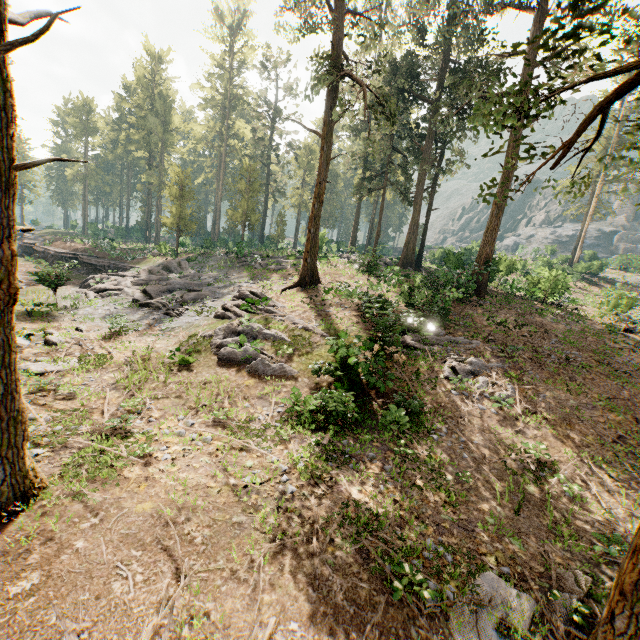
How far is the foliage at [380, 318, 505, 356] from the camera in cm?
1462

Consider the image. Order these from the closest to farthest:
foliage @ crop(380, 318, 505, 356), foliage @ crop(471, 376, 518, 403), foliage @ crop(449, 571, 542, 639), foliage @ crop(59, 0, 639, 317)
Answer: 1. foliage @ crop(449, 571, 542, 639)
2. foliage @ crop(59, 0, 639, 317)
3. foliage @ crop(471, 376, 518, 403)
4. foliage @ crop(380, 318, 505, 356)

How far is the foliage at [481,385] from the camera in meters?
13.2 m

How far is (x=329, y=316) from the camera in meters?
17.8 m

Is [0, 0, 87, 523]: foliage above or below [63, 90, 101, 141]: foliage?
below

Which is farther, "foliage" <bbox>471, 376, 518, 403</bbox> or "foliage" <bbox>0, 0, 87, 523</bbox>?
"foliage" <bbox>471, 376, 518, 403</bbox>
